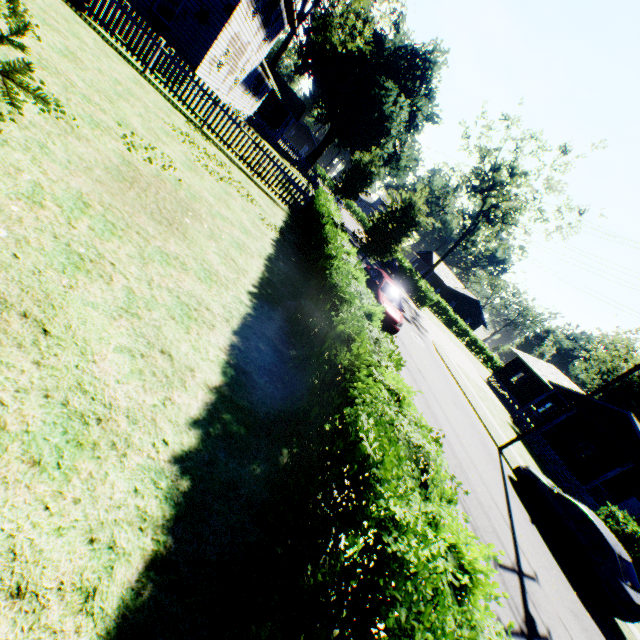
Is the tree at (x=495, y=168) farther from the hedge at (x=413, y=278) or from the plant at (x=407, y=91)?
the plant at (x=407, y=91)

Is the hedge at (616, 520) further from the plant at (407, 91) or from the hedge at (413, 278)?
the hedge at (413, 278)

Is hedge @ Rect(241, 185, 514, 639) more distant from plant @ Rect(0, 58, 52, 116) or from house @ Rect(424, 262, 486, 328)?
house @ Rect(424, 262, 486, 328)

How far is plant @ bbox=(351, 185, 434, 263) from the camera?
15.0m

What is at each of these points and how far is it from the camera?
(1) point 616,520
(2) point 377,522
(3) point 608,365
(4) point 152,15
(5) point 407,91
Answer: (1) hedge, 13.55m
(2) hedge, 2.39m
(3) plant, 51.19m
(4) house, 16.73m
(5) plant, 51.88m

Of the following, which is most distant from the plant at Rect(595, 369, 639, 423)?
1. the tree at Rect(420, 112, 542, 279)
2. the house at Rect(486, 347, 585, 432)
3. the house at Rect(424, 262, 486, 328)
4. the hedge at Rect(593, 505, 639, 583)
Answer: the house at Rect(424, 262, 486, 328)

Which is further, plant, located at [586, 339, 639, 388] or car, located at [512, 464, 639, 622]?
plant, located at [586, 339, 639, 388]

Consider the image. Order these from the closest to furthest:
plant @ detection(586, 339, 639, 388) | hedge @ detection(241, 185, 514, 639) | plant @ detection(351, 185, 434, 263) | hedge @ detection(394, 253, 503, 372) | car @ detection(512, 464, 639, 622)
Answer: hedge @ detection(241, 185, 514, 639)
car @ detection(512, 464, 639, 622)
plant @ detection(351, 185, 434, 263)
hedge @ detection(394, 253, 503, 372)
plant @ detection(586, 339, 639, 388)
